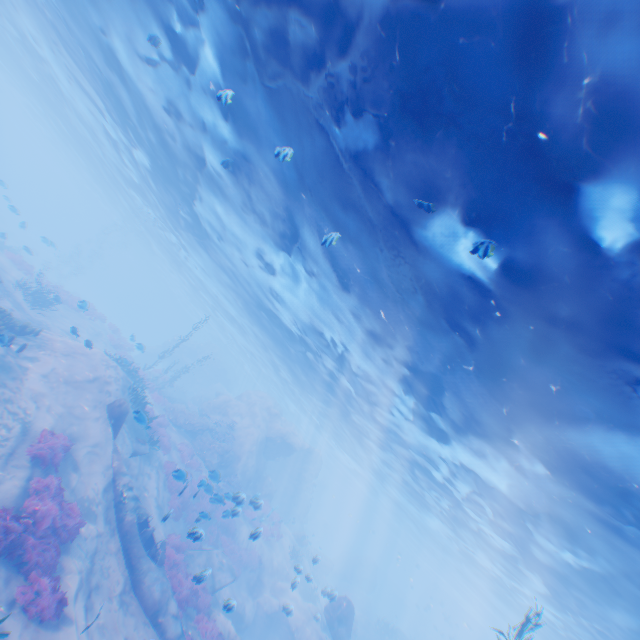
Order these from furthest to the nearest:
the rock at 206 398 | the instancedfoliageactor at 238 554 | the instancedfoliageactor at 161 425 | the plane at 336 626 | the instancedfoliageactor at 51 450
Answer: the rock at 206 398
the plane at 336 626
the instancedfoliageactor at 161 425
the instancedfoliageactor at 238 554
the instancedfoliageactor at 51 450

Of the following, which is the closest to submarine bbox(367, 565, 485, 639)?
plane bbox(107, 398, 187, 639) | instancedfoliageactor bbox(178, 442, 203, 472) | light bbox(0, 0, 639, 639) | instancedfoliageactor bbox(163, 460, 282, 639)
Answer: light bbox(0, 0, 639, 639)

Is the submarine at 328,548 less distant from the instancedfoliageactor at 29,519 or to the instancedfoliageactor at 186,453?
the instancedfoliageactor at 186,453

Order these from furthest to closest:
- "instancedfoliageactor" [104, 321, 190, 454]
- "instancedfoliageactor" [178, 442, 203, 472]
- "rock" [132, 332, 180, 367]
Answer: "rock" [132, 332, 180, 367]
"instancedfoliageactor" [178, 442, 203, 472]
"instancedfoliageactor" [104, 321, 190, 454]

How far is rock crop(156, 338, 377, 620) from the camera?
26.3m

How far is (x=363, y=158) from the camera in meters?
8.4

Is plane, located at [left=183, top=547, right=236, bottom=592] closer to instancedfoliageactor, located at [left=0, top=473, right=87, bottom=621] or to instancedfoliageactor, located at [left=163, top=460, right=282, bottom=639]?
instancedfoliageactor, located at [left=163, top=460, right=282, bottom=639]

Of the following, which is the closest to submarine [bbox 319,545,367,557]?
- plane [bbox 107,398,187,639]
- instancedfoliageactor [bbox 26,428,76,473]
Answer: plane [bbox 107,398,187,639]
